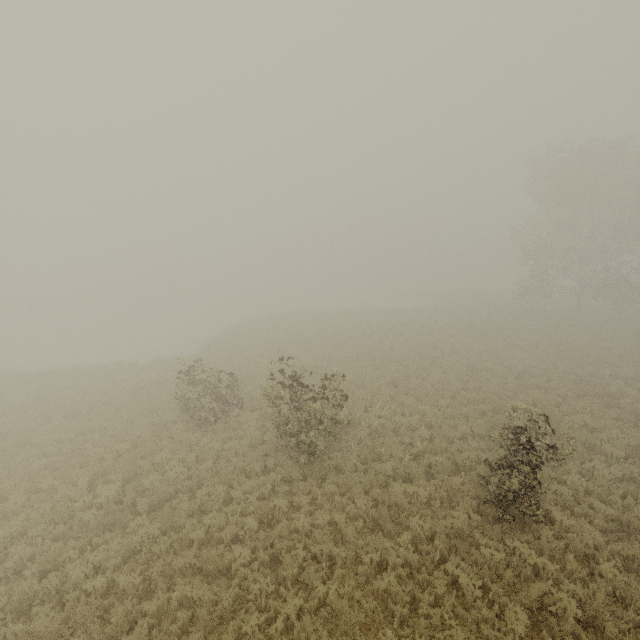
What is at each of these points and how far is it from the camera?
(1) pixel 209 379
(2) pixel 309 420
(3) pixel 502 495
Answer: (1) tree, 14.59m
(2) tree, 11.51m
(3) tree, 9.24m

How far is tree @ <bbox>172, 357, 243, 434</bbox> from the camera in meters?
14.2 m

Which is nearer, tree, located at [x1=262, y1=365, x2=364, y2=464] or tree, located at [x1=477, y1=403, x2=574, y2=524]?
tree, located at [x1=477, y1=403, x2=574, y2=524]

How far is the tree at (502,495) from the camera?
8.3m

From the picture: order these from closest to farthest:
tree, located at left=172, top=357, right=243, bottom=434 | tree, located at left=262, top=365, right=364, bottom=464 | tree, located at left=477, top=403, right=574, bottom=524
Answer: tree, located at left=477, top=403, right=574, bottom=524, tree, located at left=262, top=365, right=364, bottom=464, tree, located at left=172, top=357, right=243, bottom=434
